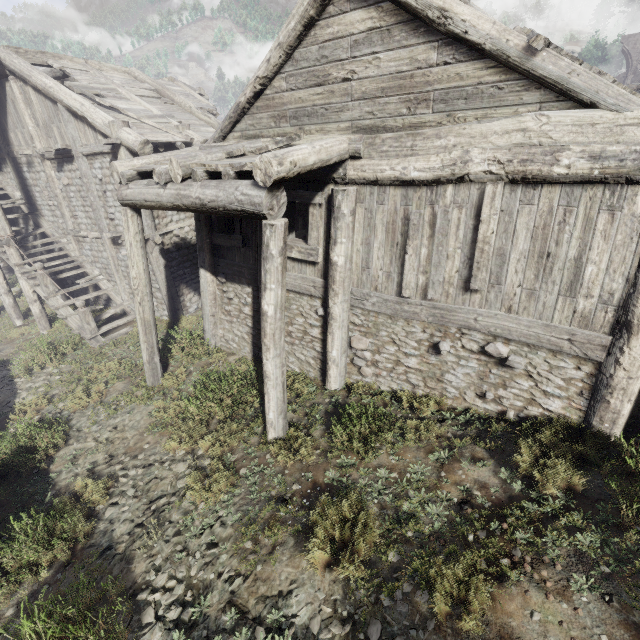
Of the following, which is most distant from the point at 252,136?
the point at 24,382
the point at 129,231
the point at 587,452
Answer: the point at 24,382
